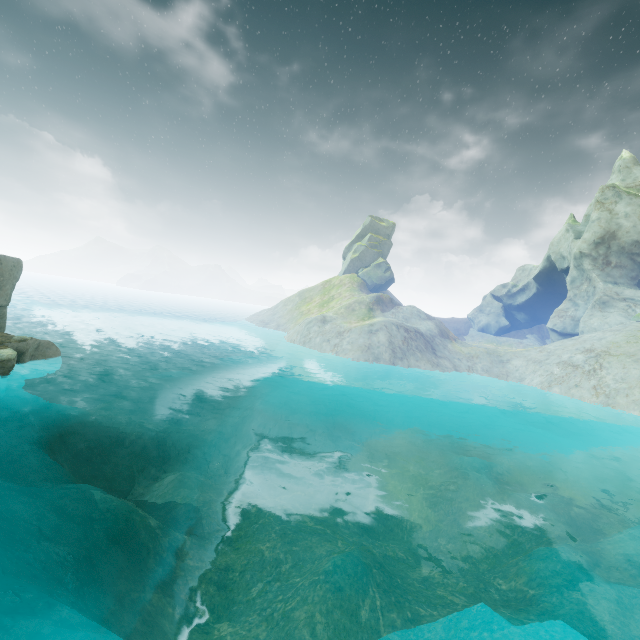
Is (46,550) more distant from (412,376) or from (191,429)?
(412,376)
